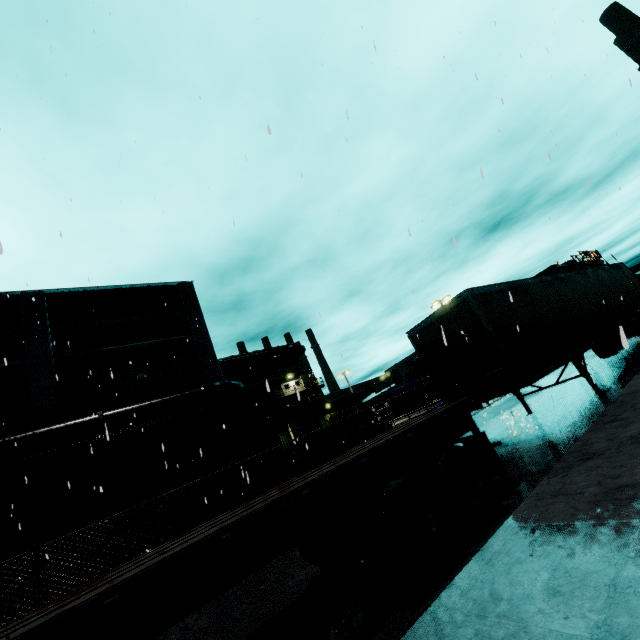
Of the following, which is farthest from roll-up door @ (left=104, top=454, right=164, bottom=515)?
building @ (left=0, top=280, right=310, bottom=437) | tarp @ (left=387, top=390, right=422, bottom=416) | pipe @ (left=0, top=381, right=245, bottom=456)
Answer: tarp @ (left=387, top=390, right=422, bottom=416)

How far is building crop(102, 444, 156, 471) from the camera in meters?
15.4

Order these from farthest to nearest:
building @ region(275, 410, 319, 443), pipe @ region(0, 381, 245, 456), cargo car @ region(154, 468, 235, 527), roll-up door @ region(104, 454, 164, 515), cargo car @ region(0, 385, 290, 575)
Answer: building @ region(275, 410, 319, 443)
roll-up door @ region(104, 454, 164, 515)
pipe @ region(0, 381, 245, 456)
cargo car @ region(154, 468, 235, 527)
cargo car @ region(0, 385, 290, 575)

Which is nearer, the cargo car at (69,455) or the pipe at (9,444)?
the cargo car at (69,455)

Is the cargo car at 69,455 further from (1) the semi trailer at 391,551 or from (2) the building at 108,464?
(2) the building at 108,464

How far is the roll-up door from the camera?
15.1 meters

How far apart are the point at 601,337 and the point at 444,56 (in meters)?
10.79
